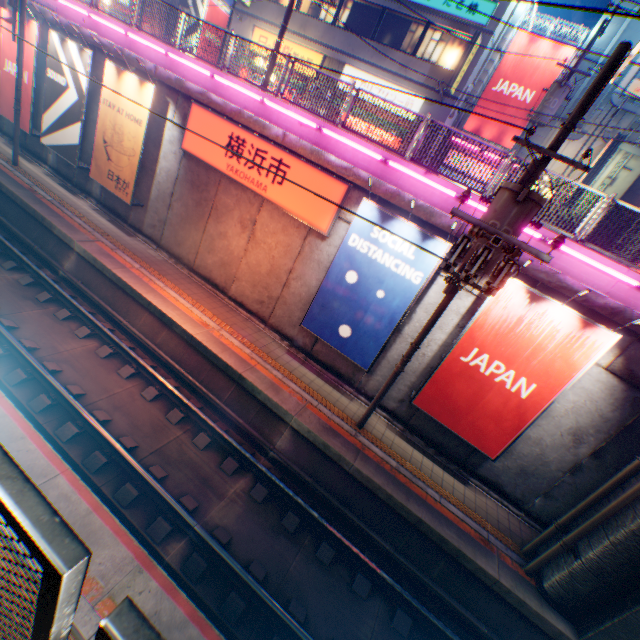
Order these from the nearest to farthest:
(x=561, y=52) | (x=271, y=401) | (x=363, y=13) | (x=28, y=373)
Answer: (x=28, y=373)
(x=271, y=401)
(x=561, y=52)
(x=363, y=13)

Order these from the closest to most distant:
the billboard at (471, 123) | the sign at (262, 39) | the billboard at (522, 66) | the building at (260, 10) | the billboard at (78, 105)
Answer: the billboard at (78, 105) < the billboard at (522, 66) < the billboard at (471, 123) < the building at (260, 10) < the sign at (262, 39)

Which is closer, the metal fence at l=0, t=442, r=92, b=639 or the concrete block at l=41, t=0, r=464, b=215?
the metal fence at l=0, t=442, r=92, b=639

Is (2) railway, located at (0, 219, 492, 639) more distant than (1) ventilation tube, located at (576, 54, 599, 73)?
No

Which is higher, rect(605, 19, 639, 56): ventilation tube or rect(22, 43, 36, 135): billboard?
rect(605, 19, 639, 56): ventilation tube

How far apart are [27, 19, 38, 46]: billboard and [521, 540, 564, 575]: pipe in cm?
2424

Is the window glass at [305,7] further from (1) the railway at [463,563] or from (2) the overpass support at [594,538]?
(1) the railway at [463,563]

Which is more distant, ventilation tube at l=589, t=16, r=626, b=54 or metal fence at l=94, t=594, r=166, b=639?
ventilation tube at l=589, t=16, r=626, b=54
